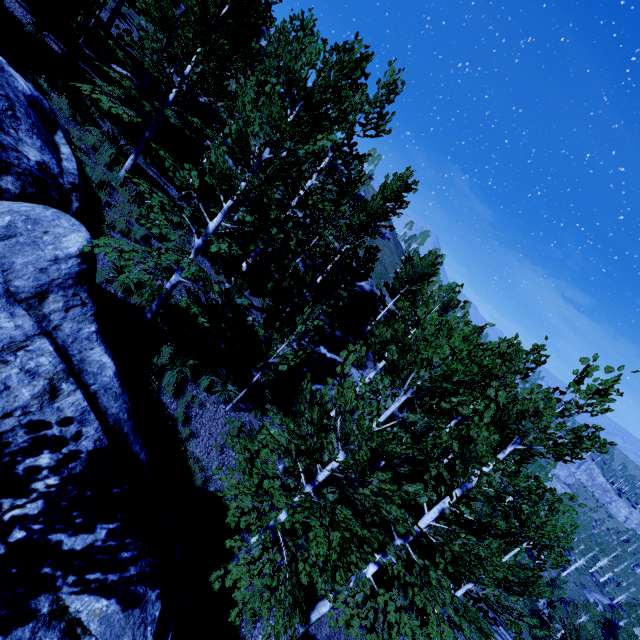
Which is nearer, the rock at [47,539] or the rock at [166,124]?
the rock at [47,539]

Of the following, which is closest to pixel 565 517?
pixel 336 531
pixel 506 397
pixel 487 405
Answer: pixel 487 405

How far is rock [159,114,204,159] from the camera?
15.5 meters

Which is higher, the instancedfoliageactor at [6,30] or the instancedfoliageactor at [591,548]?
the instancedfoliageactor at [6,30]

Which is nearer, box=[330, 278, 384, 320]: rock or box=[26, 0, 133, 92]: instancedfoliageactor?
box=[26, 0, 133, 92]: instancedfoliageactor

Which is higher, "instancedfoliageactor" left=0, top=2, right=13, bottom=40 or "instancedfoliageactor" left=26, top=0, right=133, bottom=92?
"instancedfoliageactor" left=26, top=0, right=133, bottom=92

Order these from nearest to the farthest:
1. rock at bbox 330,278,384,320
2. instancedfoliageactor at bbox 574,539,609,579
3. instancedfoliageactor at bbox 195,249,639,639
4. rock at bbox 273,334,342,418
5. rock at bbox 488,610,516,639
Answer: instancedfoliageactor at bbox 195,249,639,639
rock at bbox 273,334,342,418
rock at bbox 488,610,516,639
rock at bbox 330,278,384,320
instancedfoliageactor at bbox 574,539,609,579

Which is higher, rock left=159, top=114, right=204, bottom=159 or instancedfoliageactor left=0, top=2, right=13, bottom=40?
rock left=159, top=114, right=204, bottom=159
